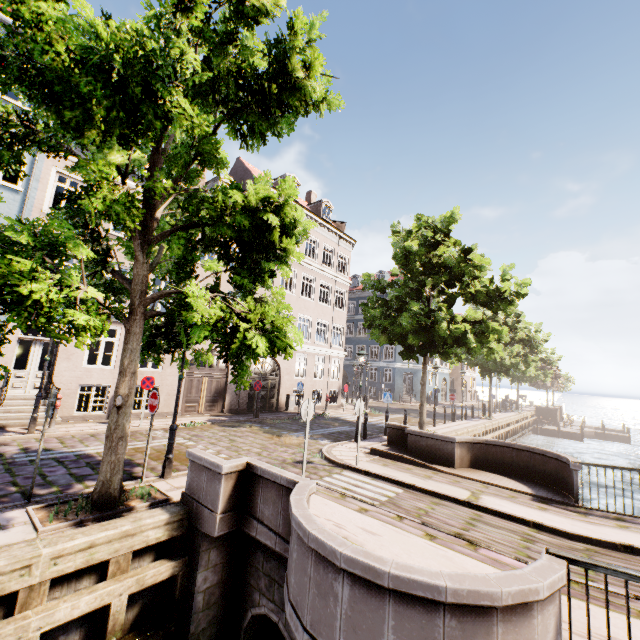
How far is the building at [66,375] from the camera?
12.0 meters

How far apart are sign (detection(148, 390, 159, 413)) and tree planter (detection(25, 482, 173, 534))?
1.4 meters

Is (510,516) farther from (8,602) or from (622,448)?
(622,448)

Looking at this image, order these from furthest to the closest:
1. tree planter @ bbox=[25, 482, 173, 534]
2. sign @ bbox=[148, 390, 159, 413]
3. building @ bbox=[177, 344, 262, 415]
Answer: building @ bbox=[177, 344, 262, 415] < sign @ bbox=[148, 390, 159, 413] < tree planter @ bbox=[25, 482, 173, 534]

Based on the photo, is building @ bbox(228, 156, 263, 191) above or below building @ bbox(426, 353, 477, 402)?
above

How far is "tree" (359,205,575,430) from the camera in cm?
1377

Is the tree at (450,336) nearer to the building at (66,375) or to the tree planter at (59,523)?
the tree planter at (59,523)

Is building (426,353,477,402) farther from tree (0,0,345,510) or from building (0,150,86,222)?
building (0,150,86,222)
